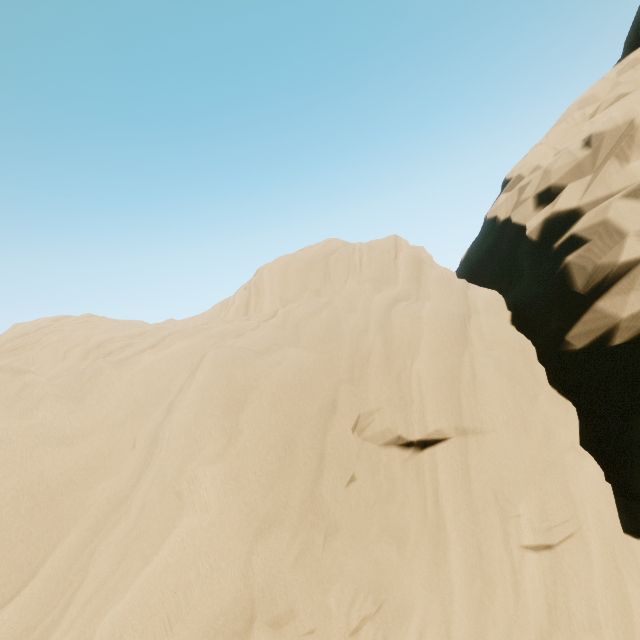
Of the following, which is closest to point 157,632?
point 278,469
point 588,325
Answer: point 278,469
